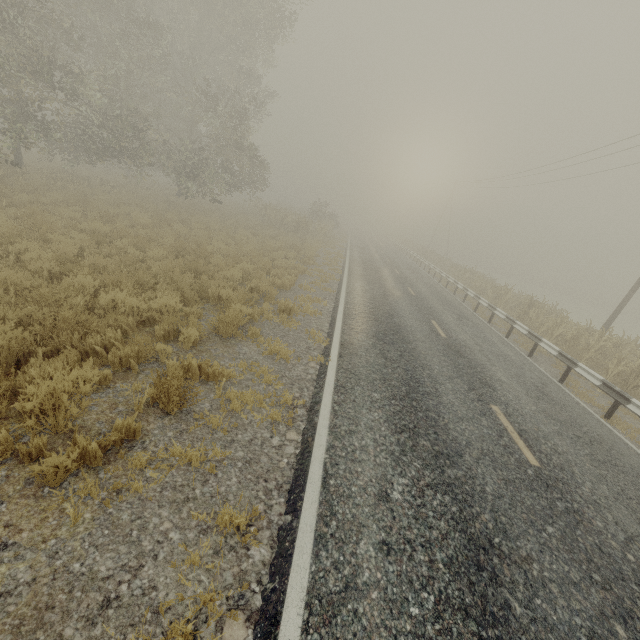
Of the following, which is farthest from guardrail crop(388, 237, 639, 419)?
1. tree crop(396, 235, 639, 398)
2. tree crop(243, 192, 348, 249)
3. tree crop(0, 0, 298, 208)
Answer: tree crop(243, 192, 348, 249)

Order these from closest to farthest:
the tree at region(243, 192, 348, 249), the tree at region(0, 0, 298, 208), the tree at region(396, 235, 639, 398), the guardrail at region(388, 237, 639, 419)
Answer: the guardrail at region(388, 237, 639, 419) → the tree at region(396, 235, 639, 398) → the tree at region(0, 0, 298, 208) → the tree at region(243, 192, 348, 249)

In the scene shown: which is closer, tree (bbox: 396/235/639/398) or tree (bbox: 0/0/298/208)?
tree (bbox: 396/235/639/398)

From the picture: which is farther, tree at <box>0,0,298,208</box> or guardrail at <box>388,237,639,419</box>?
tree at <box>0,0,298,208</box>

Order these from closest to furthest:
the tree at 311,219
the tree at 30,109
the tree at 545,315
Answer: the tree at 545,315 < the tree at 30,109 < the tree at 311,219

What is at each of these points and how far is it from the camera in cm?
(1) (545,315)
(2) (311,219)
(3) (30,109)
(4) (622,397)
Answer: (1) tree, 1675
(2) tree, 3716
(3) tree, 1470
(4) guardrail, 827

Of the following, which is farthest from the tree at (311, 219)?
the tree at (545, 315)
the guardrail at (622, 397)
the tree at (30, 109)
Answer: the tree at (545, 315)

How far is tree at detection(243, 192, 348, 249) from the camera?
26.4m
